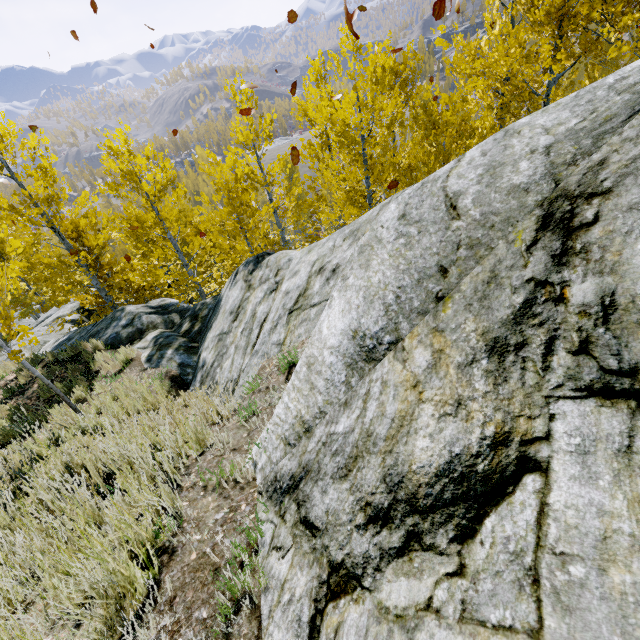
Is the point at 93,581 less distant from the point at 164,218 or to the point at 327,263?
the point at 327,263

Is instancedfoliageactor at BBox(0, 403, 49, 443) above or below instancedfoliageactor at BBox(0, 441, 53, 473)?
below

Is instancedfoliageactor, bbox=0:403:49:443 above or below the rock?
below

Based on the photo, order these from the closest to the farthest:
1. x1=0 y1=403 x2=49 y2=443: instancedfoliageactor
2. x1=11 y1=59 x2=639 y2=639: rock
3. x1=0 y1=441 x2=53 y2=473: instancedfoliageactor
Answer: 1. x1=11 y1=59 x2=639 y2=639: rock
2. x1=0 y1=441 x2=53 y2=473: instancedfoliageactor
3. x1=0 y1=403 x2=49 y2=443: instancedfoliageactor

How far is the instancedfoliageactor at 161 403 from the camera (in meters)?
4.83

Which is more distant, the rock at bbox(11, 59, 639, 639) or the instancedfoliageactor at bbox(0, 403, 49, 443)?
the instancedfoliageactor at bbox(0, 403, 49, 443)

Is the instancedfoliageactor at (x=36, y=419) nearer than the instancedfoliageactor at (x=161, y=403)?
No
